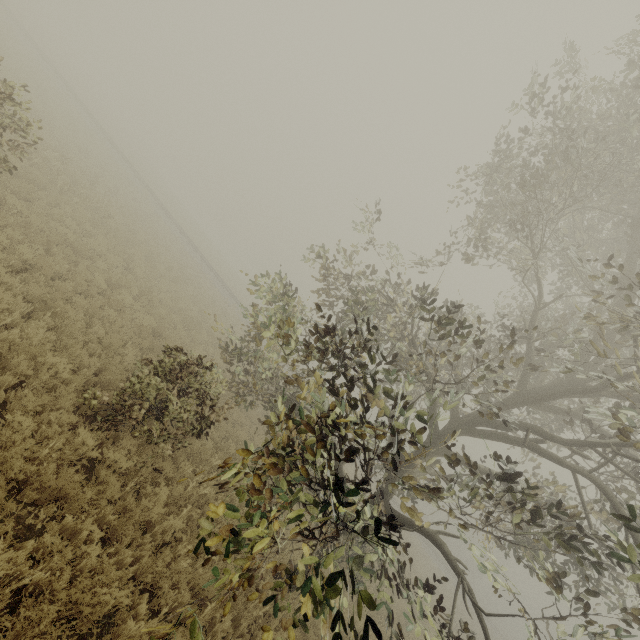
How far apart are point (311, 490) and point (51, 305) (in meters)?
7.75
